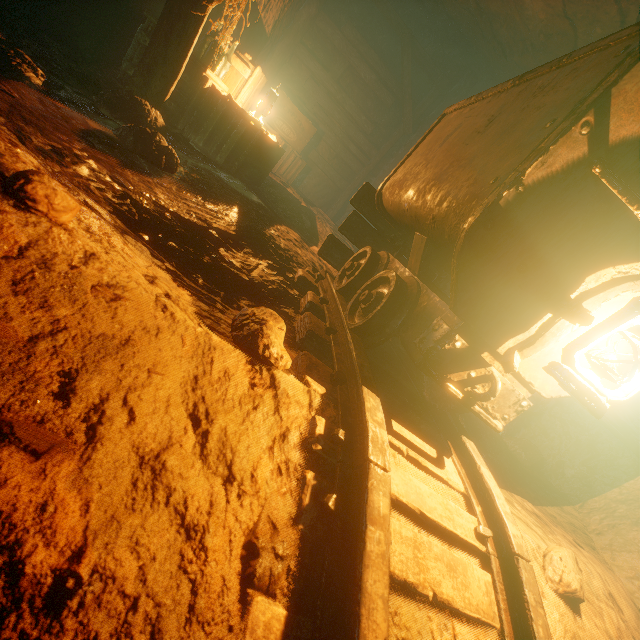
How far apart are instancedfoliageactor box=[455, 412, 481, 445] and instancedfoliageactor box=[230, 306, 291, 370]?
2.07m

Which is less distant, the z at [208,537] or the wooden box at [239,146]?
the z at [208,537]

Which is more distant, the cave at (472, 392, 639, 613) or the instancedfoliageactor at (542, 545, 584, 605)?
the cave at (472, 392, 639, 613)

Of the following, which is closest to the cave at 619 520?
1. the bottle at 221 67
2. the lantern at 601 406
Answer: the bottle at 221 67

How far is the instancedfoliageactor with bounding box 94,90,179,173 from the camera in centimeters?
194cm

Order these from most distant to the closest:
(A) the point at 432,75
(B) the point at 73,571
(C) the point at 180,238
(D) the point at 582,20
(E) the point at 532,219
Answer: (A) the point at 432,75, (D) the point at 582,20, (C) the point at 180,238, (E) the point at 532,219, (B) the point at 73,571

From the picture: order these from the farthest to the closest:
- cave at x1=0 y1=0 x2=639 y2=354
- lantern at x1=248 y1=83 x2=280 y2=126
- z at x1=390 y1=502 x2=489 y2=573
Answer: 1. lantern at x1=248 y1=83 x2=280 y2=126
2. cave at x1=0 y1=0 x2=639 y2=354
3. z at x1=390 y1=502 x2=489 y2=573

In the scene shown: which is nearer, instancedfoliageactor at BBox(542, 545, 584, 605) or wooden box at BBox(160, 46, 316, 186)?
instancedfoliageactor at BBox(542, 545, 584, 605)
